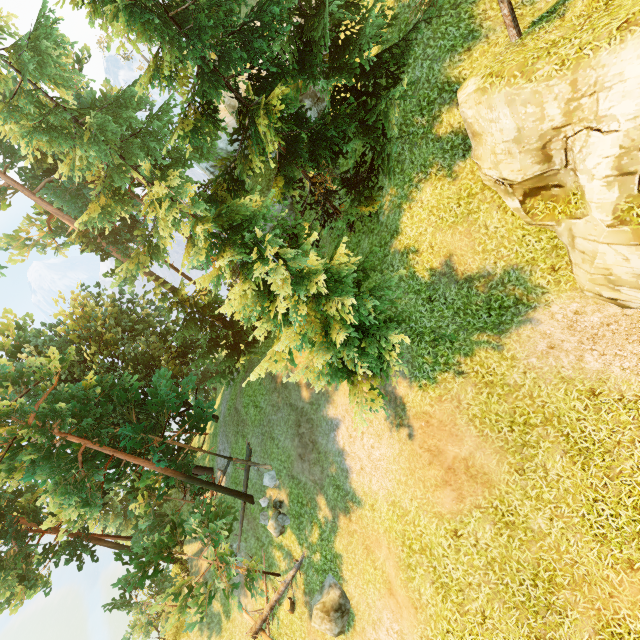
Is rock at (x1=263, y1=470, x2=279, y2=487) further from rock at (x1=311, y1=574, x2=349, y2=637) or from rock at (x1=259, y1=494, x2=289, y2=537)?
rock at (x1=311, y1=574, x2=349, y2=637)

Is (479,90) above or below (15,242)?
below

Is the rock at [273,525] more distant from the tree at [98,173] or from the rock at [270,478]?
the tree at [98,173]

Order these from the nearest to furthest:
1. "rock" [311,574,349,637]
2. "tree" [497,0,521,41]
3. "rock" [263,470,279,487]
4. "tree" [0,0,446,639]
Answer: "tree" [497,0,521,41] → "tree" [0,0,446,639] → "rock" [311,574,349,637] → "rock" [263,470,279,487]

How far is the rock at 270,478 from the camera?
17.85m

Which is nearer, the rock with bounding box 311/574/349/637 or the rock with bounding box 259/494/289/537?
the rock with bounding box 311/574/349/637

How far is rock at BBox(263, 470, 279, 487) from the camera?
17.8 meters

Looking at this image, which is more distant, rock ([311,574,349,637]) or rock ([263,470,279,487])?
rock ([263,470,279,487])
